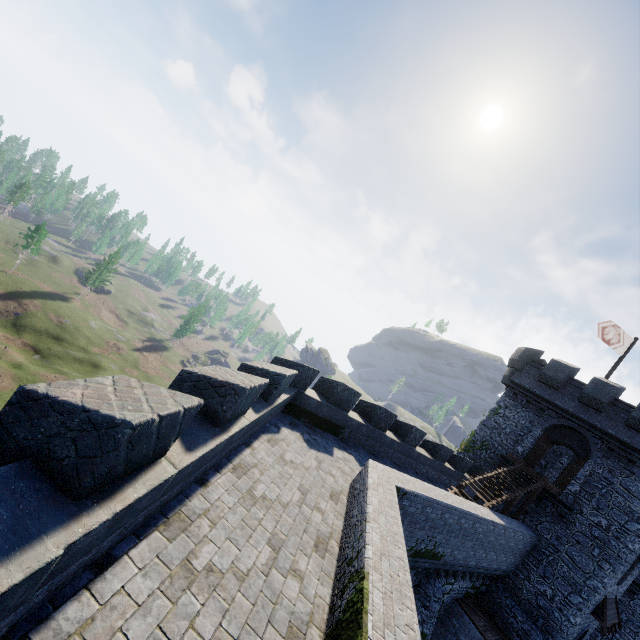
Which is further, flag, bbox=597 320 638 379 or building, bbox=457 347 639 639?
flag, bbox=597 320 638 379

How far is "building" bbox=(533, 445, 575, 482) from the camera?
26.4 meters

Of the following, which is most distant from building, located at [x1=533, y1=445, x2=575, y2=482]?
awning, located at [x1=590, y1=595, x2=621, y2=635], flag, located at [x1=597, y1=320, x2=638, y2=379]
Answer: flag, located at [x1=597, y1=320, x2=638, y2=379]

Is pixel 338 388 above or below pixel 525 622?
above

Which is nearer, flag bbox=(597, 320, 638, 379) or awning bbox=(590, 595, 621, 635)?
awning bbox=(590, 595, 621, 635)

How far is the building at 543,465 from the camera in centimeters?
2636cm

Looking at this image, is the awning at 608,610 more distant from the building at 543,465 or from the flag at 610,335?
the flag at 610,335
